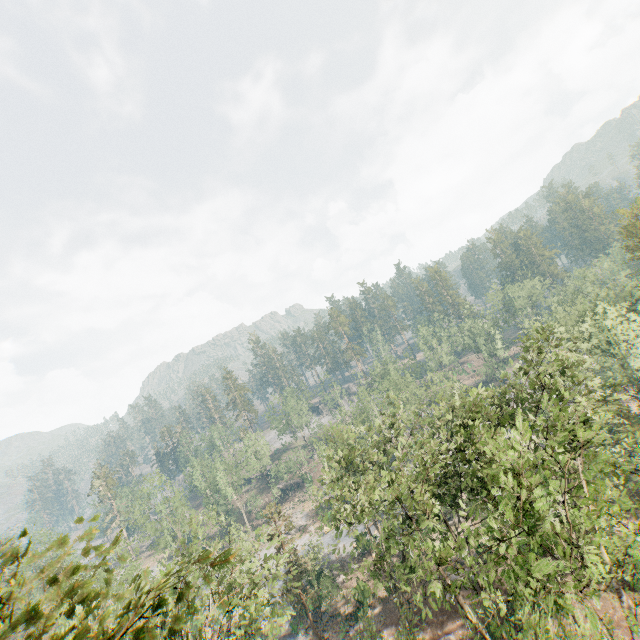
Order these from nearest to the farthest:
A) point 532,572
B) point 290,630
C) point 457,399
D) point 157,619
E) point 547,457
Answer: point 532,572 → point 547,457 → point 157,619 → point 457,399 → point 290,630

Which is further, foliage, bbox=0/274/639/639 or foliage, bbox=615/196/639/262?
foliage, bbox=615/196/639/262

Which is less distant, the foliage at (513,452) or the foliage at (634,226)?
the foliage at (513,452)
